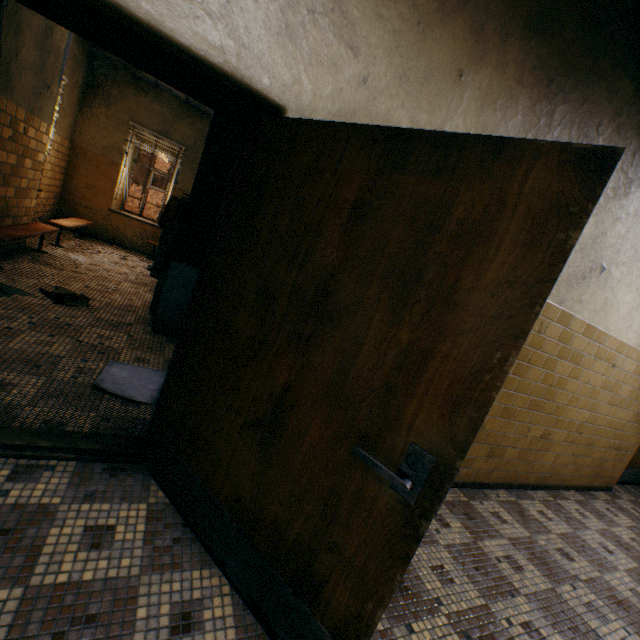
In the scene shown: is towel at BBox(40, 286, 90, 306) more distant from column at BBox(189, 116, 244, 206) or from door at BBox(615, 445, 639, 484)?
door at BBox(615, 445, 639, 484)

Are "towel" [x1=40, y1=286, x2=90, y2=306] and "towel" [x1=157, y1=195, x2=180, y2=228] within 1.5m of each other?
no

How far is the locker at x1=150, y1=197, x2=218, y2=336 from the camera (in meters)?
3.78

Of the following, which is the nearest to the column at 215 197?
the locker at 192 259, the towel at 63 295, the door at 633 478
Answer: the locker at 192 259

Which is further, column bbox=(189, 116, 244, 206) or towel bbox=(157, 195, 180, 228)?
towel bbox=(157, 195, 180, 228)

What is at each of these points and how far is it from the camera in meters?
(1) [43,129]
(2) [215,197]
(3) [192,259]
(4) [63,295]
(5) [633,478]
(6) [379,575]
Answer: (1) wall pilaster, 4.9 m
(2) column, 5.0 m
(3) locker, 3.9 m
(4) towel, 3.9 m
(5) door, 5.5 m
(6) door, 1.1 m

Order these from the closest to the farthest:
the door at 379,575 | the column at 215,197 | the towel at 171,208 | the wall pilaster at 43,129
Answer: the door at 379,575, the wall pilaster at 43,129, the column at 215,197, the towel at 171,208

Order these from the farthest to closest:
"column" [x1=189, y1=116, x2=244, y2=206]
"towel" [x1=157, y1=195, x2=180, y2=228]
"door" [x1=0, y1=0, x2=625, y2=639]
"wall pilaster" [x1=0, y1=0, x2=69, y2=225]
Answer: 1. "towel" [x1=157, y1=195, x2=180, y2=228]
2. "column" [x1=189, y1=116, x2=244, y2=206]
3. "wall pilaster" [x1=0, y1=0, x2=69, y2=225]
4. "door" [x1=0, y1=0, x2=625, y2=639]
